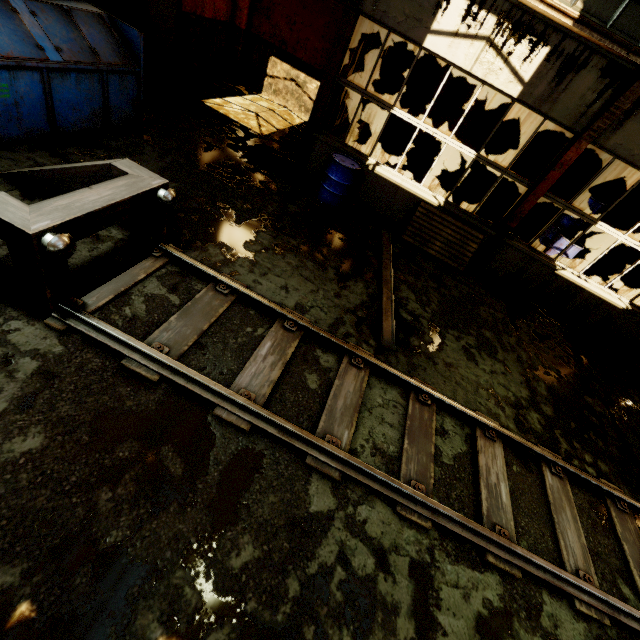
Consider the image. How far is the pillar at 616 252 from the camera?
10.88m

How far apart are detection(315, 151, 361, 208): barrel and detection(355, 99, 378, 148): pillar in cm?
498

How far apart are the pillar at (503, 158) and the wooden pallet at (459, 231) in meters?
4.8

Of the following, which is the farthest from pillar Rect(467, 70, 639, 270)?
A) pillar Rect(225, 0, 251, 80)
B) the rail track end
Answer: pillar Rect(225, 0, 251, 80)

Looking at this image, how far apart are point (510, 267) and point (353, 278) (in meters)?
4.56

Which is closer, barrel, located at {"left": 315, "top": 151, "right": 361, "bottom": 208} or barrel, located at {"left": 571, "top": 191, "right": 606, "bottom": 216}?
barrel, located at {"left": 315, "top": 151, "right": 361, "bottom": 208}

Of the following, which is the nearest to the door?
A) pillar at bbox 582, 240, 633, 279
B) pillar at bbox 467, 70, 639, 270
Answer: pillar at bbox 467, 70, 639, 270

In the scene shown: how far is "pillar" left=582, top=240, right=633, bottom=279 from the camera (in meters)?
10.88
